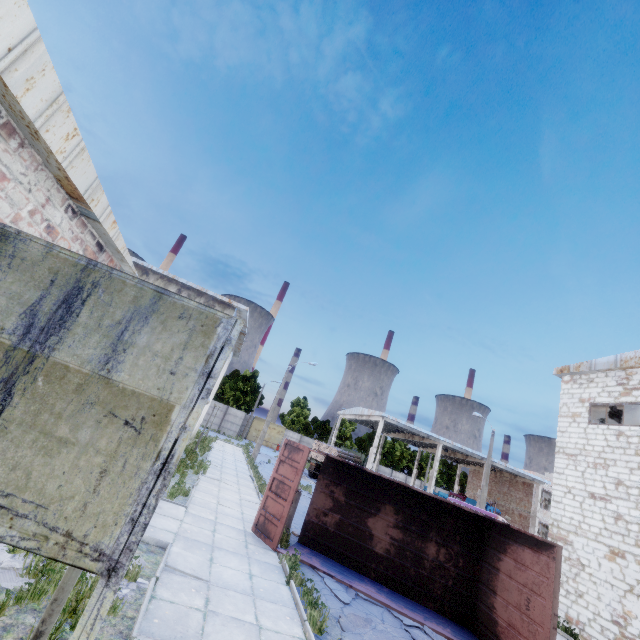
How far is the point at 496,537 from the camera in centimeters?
945cm

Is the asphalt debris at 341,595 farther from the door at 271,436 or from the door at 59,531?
the door at 271,436

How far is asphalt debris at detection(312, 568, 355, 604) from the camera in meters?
8.2

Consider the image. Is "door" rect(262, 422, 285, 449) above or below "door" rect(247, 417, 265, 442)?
below

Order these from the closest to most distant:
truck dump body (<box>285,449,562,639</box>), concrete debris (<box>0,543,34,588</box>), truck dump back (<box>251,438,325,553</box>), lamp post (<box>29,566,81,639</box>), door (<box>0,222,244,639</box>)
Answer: door (<box>0,222,244,639</box>) < lamp post (<box>29,566,81,639</box>) < concrete debris (<box>0,543,34,588</box>) < truck dump body (<box>285,449,562,639</box>) < truck dump back (<box>251,438,325,553</box>)

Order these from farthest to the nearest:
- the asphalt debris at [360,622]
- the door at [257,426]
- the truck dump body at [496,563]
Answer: the door at [257,426], the truck dump body at [496,563], the asphalt debris at [360,622]

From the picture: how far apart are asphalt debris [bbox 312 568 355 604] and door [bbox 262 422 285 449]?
47.0 meters

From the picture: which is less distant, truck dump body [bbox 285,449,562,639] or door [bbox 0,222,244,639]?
door [bbox 0,222,244,639]
